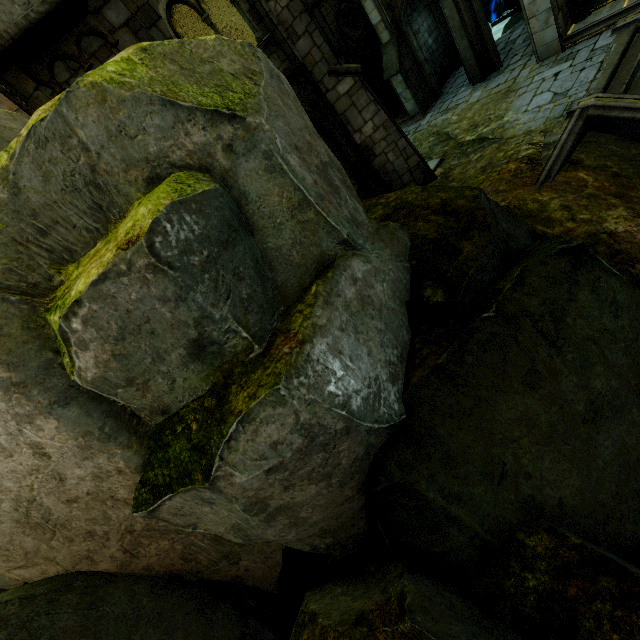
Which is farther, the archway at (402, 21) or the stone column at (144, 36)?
the archway at (402, 21)

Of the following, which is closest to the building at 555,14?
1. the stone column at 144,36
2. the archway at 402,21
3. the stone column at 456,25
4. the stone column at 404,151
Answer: the archway at 402,21

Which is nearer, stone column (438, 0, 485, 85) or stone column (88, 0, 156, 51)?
stone column (88, 0, 156, 51)

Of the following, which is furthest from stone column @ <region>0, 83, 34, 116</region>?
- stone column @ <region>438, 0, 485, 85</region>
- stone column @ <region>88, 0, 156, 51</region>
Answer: stone column @ <region>438, 0, 485, 85</region>

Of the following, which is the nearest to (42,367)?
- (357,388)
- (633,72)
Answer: (357,388)

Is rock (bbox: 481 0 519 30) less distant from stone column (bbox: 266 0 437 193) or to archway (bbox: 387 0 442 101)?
archway (bbox: 387 0 442 101)

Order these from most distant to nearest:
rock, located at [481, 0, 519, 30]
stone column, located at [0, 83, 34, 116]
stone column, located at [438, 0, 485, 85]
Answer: rock, located at [481, 0, 519, 30], stone column, located at [438, 0, 485, 85], stone column, located at [0, 83, 34, 116]

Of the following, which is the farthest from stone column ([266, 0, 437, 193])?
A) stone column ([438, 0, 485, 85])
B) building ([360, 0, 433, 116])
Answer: stone column ([438, 0, 485, 85])
